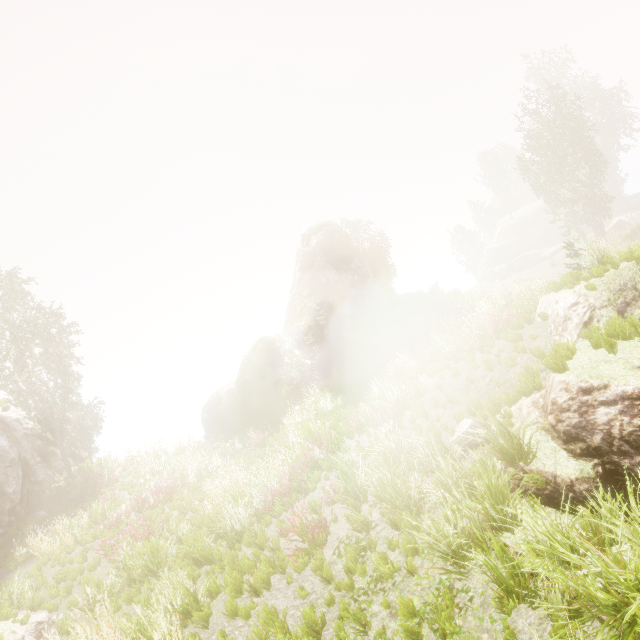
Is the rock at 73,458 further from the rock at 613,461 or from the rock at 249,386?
Answer: the rock at 613,461

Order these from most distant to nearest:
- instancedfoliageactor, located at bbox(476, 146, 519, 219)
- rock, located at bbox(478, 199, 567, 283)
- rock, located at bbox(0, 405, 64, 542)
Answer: instancedfoliageactor, located at bbox(476, 146, 519, 219), rock, located at bbox(478, 199, 567, 283), rock, located at bbox(0, 405, 64, 542)

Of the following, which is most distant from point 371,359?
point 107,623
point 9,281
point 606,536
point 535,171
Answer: point 9,281

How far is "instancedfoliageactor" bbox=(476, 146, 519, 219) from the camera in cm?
5481

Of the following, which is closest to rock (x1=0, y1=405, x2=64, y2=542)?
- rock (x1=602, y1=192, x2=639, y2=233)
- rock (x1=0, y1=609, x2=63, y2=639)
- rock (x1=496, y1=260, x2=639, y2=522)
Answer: rock (x1=0, y1=609, x2=63, y2=639)

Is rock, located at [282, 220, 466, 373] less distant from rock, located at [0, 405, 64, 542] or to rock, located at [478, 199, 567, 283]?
rock, located at [0, 405, 64, 542]

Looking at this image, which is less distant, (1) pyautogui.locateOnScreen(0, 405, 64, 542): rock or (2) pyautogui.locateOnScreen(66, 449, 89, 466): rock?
(1) pyautogui.locateOnScreen(0, 405, 64, 542): rock

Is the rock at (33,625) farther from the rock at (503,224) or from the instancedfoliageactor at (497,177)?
the rock at (503,224)
